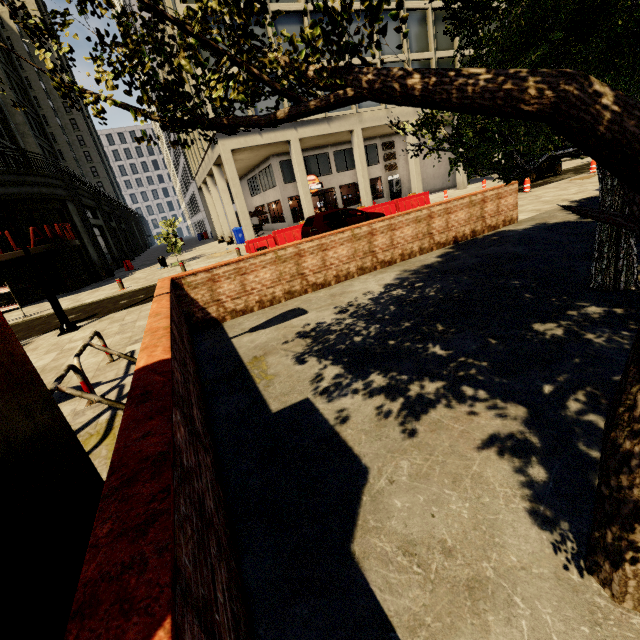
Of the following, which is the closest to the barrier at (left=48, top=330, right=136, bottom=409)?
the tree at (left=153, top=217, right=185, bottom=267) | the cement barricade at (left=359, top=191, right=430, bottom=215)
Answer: the cement barricade at (left=359, top=191, right=430, bottom=215)

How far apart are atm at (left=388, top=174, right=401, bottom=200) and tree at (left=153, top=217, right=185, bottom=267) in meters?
19.4

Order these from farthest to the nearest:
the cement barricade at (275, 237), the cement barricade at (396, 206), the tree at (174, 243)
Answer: the tree at (174, 243) < the cement barricade at (396, 206) < the cement barricade at (275, 237)

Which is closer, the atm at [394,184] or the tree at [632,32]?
the tree at [632,32]

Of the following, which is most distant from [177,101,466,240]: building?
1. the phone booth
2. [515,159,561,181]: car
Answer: the phone booth

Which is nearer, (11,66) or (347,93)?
(347,93)

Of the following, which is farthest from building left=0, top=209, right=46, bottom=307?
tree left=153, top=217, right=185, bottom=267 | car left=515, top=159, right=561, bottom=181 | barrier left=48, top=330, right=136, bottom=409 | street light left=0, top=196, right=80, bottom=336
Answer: barrier left=48, top=330, right=136, bottom=409

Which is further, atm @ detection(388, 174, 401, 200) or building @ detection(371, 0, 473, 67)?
atm @ detection(388, 174, 401, 200)
